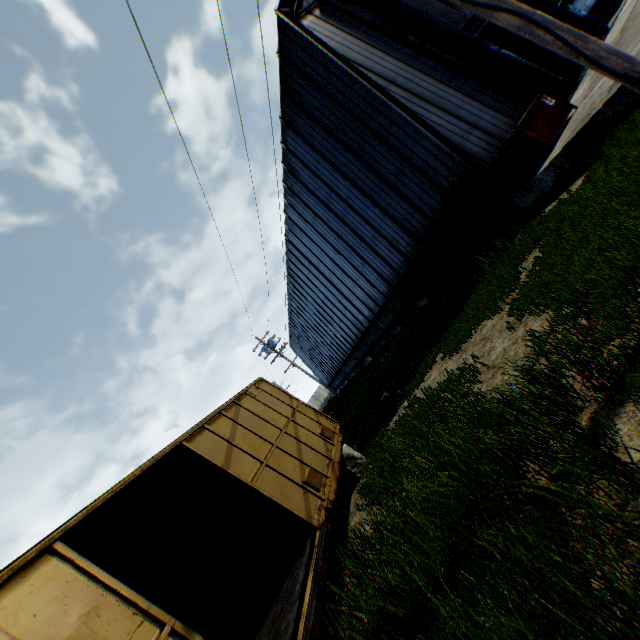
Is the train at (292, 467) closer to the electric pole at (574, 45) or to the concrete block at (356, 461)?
the concrete block at (356, 461)

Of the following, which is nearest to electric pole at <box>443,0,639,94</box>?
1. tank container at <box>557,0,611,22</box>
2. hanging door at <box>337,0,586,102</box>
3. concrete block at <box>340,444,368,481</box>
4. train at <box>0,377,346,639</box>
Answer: train at <box>0,377,346,639</box>

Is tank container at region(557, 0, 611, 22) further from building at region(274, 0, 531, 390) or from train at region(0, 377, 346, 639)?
train at region(0, 377, 346, 639)

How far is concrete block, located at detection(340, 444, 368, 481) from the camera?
9.1m

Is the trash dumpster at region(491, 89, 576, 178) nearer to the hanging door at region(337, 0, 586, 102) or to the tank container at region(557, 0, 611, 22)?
the hanging door at region(337, 0, 586, 102)

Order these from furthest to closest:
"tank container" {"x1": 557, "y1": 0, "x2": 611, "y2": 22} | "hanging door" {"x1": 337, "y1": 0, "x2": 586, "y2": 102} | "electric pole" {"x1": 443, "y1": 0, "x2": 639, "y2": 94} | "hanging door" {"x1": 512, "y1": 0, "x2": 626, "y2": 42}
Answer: "tank container" {"x1": 557, "y1": 0, "x2": 611, "y2": 22}, "hanging door" {"x1": 512, "y1": 0, "x2": 626, "y2": 42}, "hanging door" {"x1": 337, "y1": 0, "x2": 586, "y2": 102}, "electric pole" {"x1": 443, "y1": 0, "x2": 639, "y2": 94}

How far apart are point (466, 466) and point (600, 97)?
9.34m

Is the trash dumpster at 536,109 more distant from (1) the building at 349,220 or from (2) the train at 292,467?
(2) the train at 292,467
